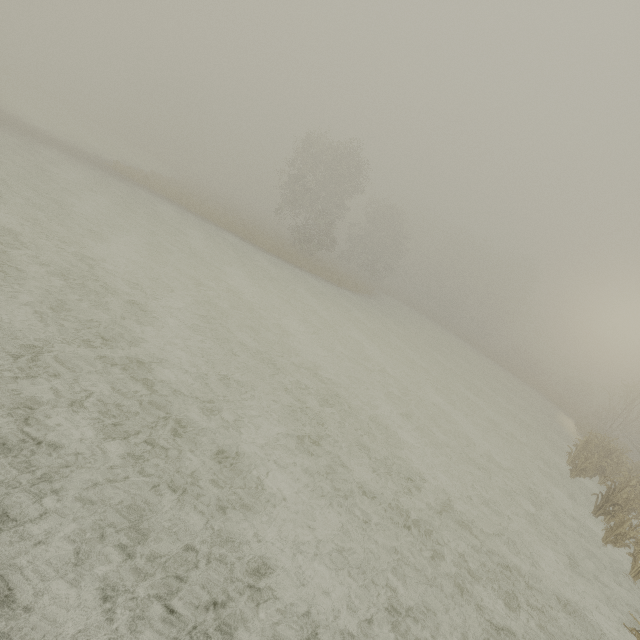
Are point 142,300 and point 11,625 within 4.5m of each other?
no

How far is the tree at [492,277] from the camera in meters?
56.1 m

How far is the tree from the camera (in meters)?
56.06
